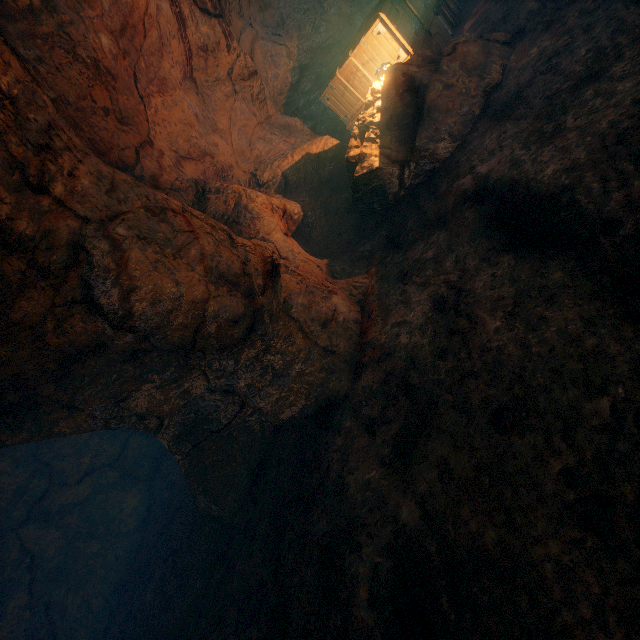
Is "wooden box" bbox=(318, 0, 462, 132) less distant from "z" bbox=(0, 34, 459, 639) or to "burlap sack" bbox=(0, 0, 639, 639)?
"burlap sack" bbox=(0, 0, 639, 639)

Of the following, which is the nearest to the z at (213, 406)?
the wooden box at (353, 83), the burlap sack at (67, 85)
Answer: the burlap sack at (67, 85)

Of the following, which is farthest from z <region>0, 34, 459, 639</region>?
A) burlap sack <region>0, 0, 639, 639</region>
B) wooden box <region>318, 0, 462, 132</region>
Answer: wooden box <region>318, 0, 462, 132</region>

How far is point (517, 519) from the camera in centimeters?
207cm

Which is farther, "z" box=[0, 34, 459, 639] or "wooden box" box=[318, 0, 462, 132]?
"wooden box" box=[318, 0, 462, 132]

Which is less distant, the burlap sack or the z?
the burlap sack

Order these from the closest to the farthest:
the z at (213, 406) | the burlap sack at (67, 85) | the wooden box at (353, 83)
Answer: the burlap sack at (67, 85)
the z at (213, 406)
the wooden box at (353, 83)
